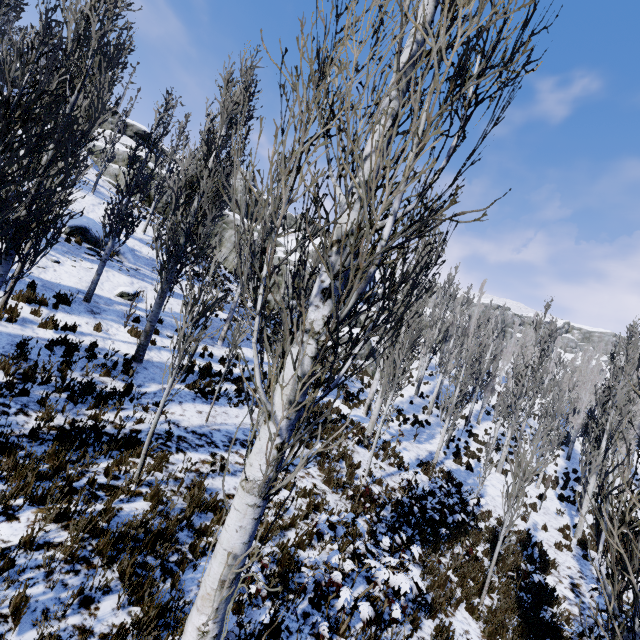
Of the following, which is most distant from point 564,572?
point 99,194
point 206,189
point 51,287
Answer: point 99,194

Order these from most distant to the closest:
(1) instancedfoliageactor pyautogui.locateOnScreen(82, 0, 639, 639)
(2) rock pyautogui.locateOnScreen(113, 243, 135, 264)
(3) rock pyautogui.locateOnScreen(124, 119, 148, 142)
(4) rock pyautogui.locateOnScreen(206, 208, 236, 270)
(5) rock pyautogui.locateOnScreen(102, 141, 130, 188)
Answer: (3) rock pyautogui.locateOnScreen(124, 119, 148, 142) → (4) rock pyautogui.locateOnScreen(206, 208, 236, 270) → (5) rock pyautogui.locateOnScreen(102, 141, 130, 188) → (2) rock pyautogui.locateOnScreen(113, 243, 135, 264) → (1) instancedfoliageactor pyautogui.locateOnScreen(82, 0, 639, 639)

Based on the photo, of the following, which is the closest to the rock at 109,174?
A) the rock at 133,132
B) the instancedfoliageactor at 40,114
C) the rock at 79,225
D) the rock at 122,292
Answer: the instancedfoliageactor at 40,114

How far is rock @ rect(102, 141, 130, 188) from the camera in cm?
2455

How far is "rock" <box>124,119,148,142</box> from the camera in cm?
4109

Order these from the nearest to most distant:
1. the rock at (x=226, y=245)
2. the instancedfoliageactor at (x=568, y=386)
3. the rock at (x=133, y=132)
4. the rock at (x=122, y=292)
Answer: the instancedfoliageactor at (x=568, y=386), the rock at (x=122, y=292), the rock at (x=226, y=245), the rock at (x=133, y=132)

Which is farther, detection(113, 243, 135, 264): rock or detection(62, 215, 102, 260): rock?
detection(113, 243, 135, 264): rock

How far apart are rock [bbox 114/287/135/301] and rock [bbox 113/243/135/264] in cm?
230
